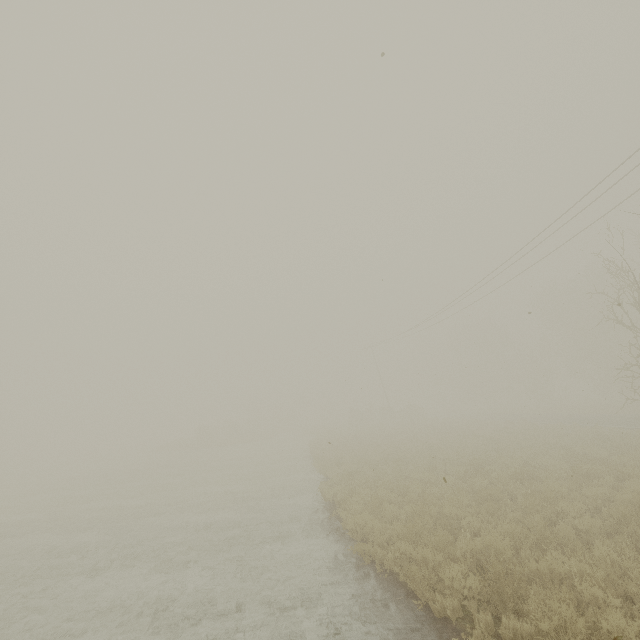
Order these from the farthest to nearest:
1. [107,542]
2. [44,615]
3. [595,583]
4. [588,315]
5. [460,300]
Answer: [588,315], [460,300], [107,542], [44,615], [595,583]
